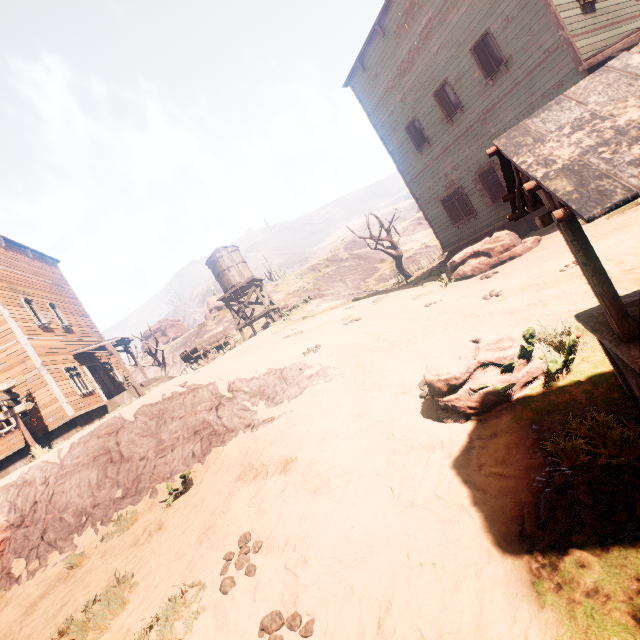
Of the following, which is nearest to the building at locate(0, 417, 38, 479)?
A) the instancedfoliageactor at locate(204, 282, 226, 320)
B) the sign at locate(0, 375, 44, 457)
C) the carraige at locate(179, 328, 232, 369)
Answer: the sign at locate(0, 375, 44, 457)

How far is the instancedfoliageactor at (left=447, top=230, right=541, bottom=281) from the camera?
10.8 meters

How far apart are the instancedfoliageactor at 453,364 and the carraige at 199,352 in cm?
1812

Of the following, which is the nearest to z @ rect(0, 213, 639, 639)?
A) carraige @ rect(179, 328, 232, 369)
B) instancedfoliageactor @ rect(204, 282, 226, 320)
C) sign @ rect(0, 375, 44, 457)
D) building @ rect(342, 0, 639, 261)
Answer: building @ rect(342, 0, 639, 261)

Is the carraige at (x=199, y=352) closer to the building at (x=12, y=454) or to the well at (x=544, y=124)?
the building at (x=12, y=454)

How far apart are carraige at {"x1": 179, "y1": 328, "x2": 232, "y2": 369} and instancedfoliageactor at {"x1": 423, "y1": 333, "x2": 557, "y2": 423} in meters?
18.1 m

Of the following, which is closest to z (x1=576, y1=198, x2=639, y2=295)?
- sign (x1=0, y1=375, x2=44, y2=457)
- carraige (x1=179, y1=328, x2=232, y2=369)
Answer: sign (x1=0, y1=375, x2=44, y2=457)

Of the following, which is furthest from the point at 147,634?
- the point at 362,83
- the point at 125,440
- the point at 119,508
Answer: the point at 362,83
